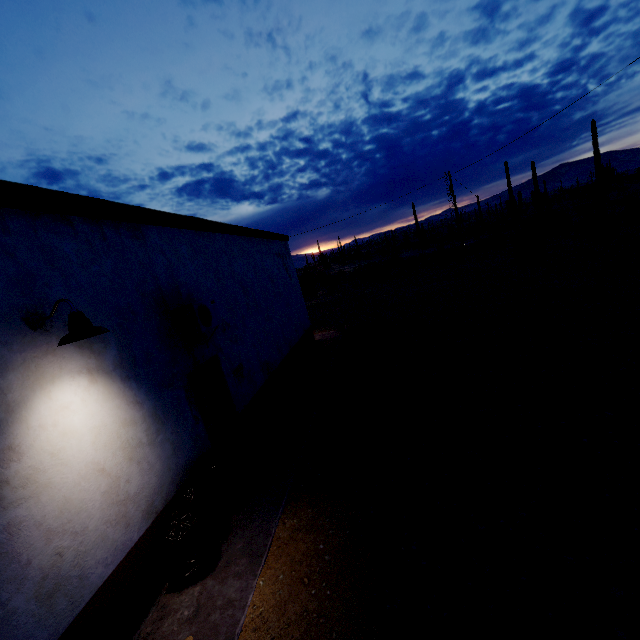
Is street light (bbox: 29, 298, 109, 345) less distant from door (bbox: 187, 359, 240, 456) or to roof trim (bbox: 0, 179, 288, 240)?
roof trim (bbox: 0, 179, 288, 240)

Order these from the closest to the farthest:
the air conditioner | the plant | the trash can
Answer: the trash can < the air conditioner < the plant

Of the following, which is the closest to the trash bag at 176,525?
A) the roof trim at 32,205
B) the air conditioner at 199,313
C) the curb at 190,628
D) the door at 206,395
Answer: the curb at 190,628

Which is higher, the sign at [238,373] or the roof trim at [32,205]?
the roof trim at [32,205]

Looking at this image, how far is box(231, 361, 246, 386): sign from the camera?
7.1 meters

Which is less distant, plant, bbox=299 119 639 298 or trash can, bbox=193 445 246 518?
Result: trash can, bbox=193 445 246 518

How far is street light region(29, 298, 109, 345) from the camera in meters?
3.1

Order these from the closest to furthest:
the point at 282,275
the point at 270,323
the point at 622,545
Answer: the point at 622,545 < the point at 270,323 < the point at 282,275
